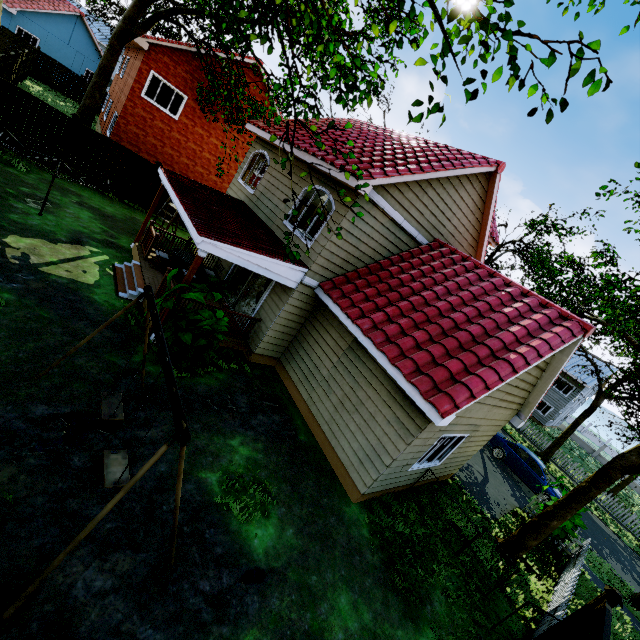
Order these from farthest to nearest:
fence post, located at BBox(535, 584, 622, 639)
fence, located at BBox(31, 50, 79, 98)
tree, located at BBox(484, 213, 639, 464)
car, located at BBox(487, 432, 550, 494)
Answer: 1. fence, located at BBox(31, 50, 79, 98)
2. car, located at BBox(487, 432, 550, 494)
3. tree, located at BBox(484, 213, 639, 464)
4. fence post, located at BBox(535, 584, 622, 639)

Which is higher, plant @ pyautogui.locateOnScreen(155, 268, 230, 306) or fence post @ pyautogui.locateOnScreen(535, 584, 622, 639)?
fence post @ pyautogui.locateOnScreen(535, 584, 622, 639)

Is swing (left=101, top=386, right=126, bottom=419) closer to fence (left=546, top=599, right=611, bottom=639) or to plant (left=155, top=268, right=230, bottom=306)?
plant (left=155, top=268, right=230, bottom=306)

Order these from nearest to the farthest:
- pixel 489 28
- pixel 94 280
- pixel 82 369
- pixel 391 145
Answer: pixel 489 28, pixel 82 369, pixel 94 280, pixel 391 145

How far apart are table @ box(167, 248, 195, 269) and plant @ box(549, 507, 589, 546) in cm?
1542

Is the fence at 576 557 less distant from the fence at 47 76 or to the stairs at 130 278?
the fence at 47 76

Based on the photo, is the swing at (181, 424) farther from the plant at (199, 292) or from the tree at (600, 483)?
the tree at (600, 483)

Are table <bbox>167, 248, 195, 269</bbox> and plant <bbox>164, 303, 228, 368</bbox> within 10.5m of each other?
yes
